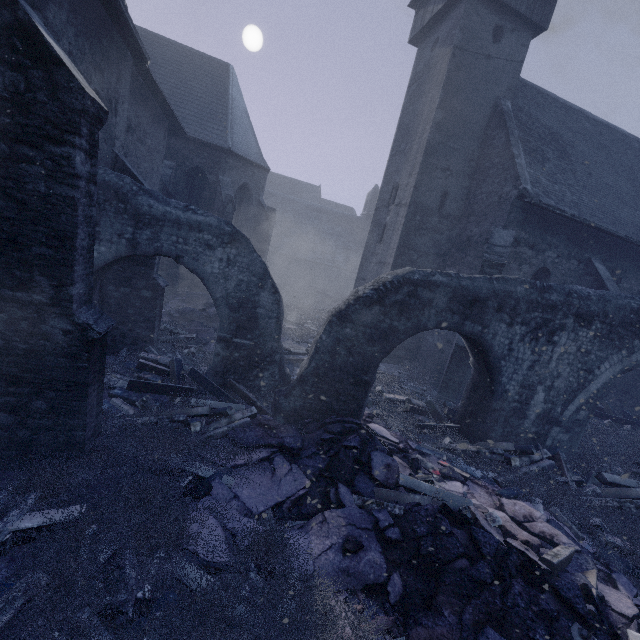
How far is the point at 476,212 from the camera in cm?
1229

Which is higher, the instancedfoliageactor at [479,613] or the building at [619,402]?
the building at [619,402]

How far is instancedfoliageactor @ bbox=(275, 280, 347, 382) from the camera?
11.7m

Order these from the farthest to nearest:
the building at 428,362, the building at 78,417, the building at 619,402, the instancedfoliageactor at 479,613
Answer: the building at 619,402, the building at 428,362, the building at 78,417, the instancedfoliageactor at 479,613

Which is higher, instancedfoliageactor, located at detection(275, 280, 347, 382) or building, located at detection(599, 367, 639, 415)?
building, located at detection(599, 367, 639, 415)

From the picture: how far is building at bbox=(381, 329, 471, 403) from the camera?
10.57m

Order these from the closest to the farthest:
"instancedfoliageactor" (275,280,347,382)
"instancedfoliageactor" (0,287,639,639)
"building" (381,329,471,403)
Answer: "instancedfoliageactor" (0,287,639,639)
"building" (381,329,471,403)
"instancedfoliageactor" (275,280,347,382)
